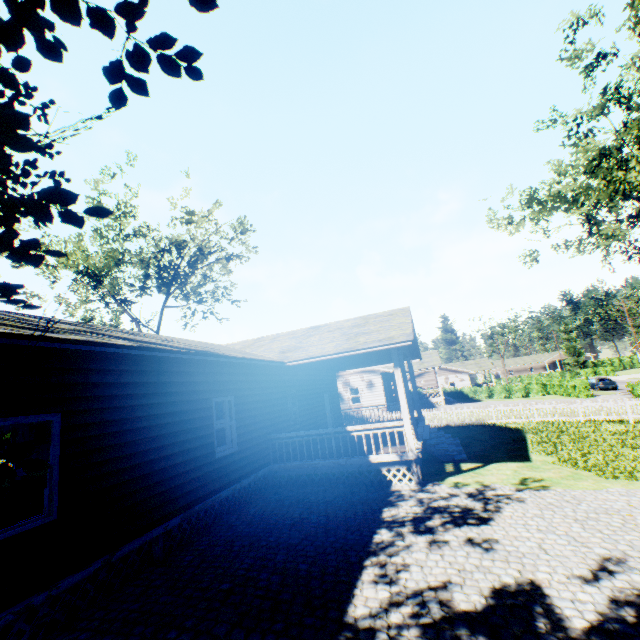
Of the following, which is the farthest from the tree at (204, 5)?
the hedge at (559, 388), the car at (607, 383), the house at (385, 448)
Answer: the hedge at (559, 388)

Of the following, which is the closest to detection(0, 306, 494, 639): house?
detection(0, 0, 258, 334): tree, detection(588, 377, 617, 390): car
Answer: detection(0, 0, 258, 334): tree

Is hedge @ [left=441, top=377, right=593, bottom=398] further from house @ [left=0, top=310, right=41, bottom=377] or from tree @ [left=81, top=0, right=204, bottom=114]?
tree @ [left=81, top=0, right=204, bottom=114]

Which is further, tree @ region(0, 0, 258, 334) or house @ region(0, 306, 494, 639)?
house @ region(0, 306, 494, 639)

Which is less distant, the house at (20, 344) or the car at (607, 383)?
the house at (20, 344)

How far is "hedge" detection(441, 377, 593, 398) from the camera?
35.3m

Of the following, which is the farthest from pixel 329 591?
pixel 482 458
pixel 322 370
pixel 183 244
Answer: pixel 183 244

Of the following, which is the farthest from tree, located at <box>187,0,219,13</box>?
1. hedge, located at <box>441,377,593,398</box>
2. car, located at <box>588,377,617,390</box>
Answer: hedge, located at <box>441,377,593,398</box>
